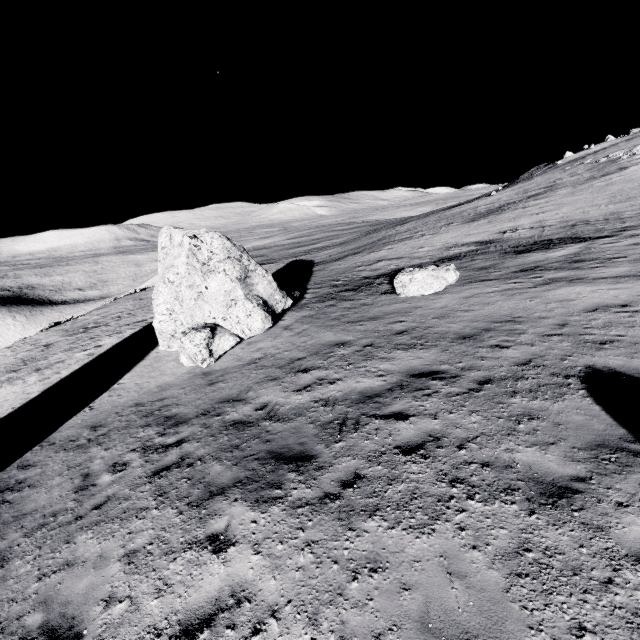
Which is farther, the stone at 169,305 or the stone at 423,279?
the stone at 423,279

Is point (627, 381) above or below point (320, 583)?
above

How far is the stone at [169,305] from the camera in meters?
13.9

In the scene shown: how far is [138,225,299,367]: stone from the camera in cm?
1391

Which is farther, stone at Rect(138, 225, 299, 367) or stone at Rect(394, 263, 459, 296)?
stone at Rect(394, 263, 459, 296)

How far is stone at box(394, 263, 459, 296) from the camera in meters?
14.7 m
